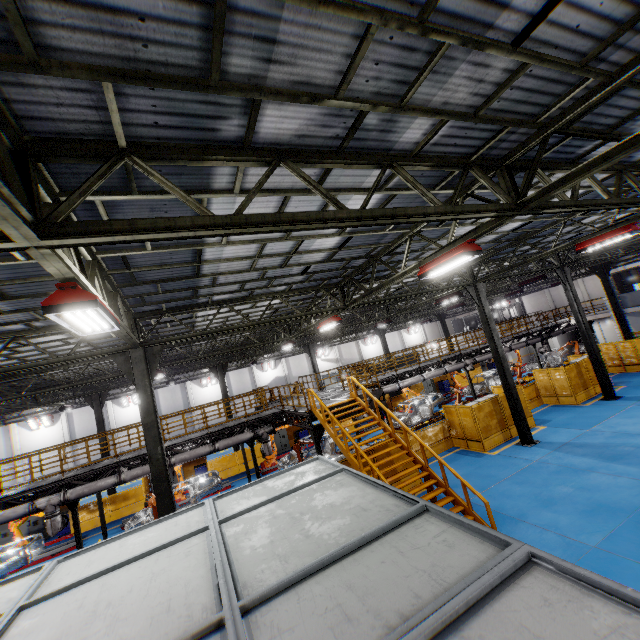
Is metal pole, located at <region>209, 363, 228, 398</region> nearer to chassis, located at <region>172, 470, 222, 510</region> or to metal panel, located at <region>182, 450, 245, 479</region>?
metal panel, located at <region>182, 450, 245, 479</region>

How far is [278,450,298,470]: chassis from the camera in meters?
18.5

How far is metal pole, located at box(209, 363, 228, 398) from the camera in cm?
2480

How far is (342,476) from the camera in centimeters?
470cm

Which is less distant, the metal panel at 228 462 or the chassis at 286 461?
the chassis at 286 461

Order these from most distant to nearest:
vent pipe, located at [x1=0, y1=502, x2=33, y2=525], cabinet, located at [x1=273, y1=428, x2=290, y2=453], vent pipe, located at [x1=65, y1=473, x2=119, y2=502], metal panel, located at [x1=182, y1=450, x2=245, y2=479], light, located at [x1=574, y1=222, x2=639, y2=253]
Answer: cabinet, located at [x1=273, y1=428, x2=290, y2=453] → metal panel, located at [x1=182, y1=450, x2=245, y2=479] → vent pipe, located at [x1=65, y1=473, x2=119, y2=502] → vent pipe, located at [x1=0, y1=502, x2=33, y2=525] → light, located at [x1=574, y1=222, x2=639, y2=253]

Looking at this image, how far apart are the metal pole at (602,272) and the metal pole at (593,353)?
6.7m

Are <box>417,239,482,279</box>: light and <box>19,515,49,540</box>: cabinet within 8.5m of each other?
no
